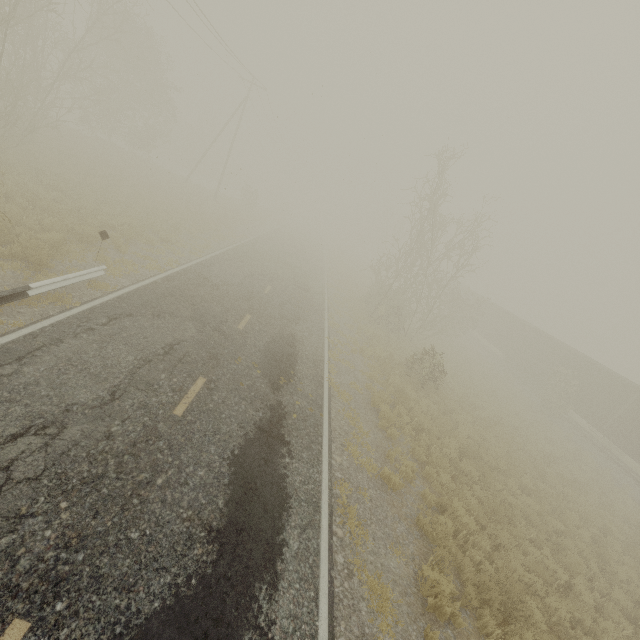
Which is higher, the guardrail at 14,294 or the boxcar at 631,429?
the boxcar at 631,429

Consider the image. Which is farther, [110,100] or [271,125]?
[271,125]

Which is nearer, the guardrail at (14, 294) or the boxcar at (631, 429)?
the guardrail at (14, 294)

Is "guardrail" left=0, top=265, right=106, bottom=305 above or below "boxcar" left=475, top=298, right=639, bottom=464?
below

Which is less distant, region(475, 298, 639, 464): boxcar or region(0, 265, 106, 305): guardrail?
region(0, 265, 106, 305): guardrail
